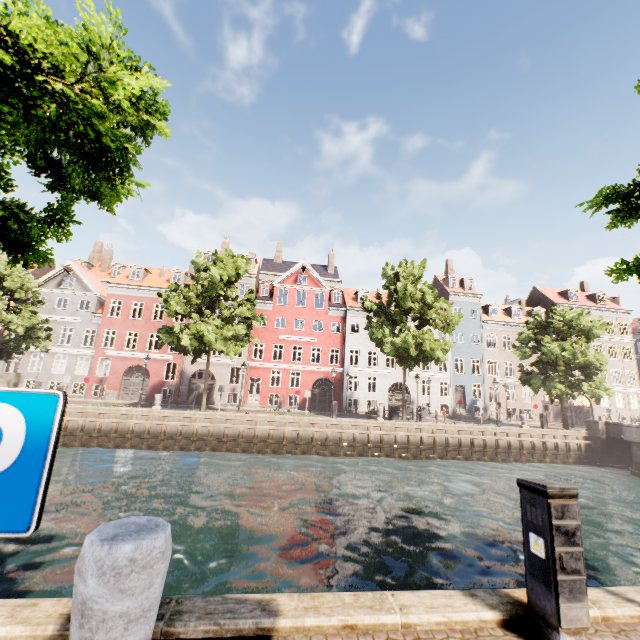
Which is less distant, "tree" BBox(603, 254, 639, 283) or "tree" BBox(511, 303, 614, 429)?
"tree" BBox(603, 254, 639, 283)

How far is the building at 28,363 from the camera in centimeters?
2917cm

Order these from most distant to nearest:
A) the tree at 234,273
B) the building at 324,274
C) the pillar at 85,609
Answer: the building at 324,274 < the tree at 234,273 < the pillar at 85,609

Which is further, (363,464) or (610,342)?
(610,342)

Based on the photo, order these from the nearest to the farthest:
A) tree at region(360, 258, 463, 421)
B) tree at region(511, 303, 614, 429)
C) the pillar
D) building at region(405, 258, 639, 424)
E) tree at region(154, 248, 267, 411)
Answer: the pillar
tree at region(154, 248, 267, 411)
tree at region(360, 258, 463, 421)
tree at region(511, 303, 614, 429)
building at region(405, 258, 639, 424)

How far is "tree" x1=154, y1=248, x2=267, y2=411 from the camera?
21.2 meters

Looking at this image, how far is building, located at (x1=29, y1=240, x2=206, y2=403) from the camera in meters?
30.0

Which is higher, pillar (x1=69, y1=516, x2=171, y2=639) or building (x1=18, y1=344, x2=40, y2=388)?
building (x1=18, y1=344, x2=40, y2=388)
